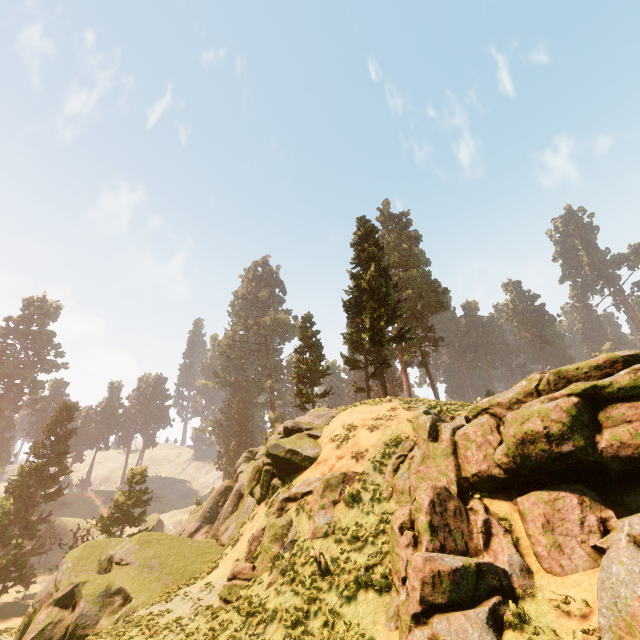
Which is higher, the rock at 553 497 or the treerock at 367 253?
the treerock at 367 253

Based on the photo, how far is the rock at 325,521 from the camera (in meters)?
11.67

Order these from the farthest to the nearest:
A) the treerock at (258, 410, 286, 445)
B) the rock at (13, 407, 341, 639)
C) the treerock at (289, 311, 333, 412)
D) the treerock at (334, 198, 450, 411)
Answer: the treerock at (258, 410, 286, 445), the treerock at (289, 311, 333, 412), the treerock at (334, 198, 450, 411), the rock at (13, 407, 341, 639)

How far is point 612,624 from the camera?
5.5 meters

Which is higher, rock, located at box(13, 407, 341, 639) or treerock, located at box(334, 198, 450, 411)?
treerock, located at box(334, 198, 450, 411)

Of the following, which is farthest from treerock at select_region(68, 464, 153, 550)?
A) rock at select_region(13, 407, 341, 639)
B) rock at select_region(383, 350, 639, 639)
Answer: rock at select_region(383, 350, 639, 639)

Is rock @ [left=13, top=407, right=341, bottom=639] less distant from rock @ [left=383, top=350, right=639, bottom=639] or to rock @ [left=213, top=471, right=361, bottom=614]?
rock @ [left=213, top=471, right=361, bottom=614]
